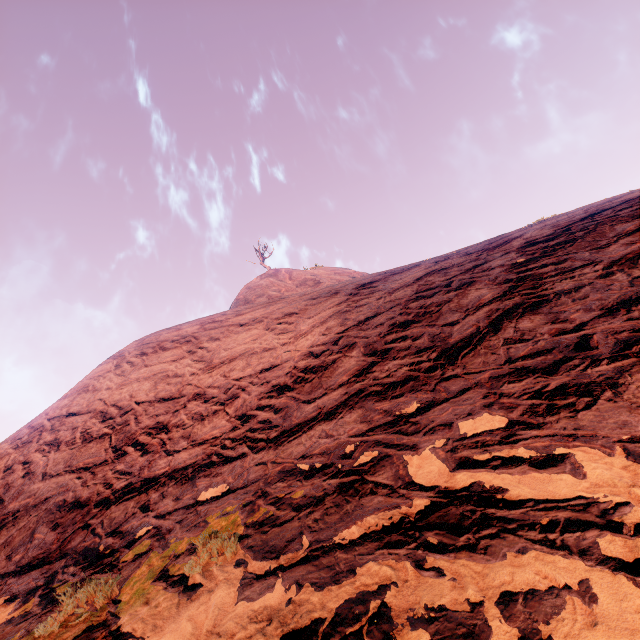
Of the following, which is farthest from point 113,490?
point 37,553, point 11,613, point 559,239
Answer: point 559,239
